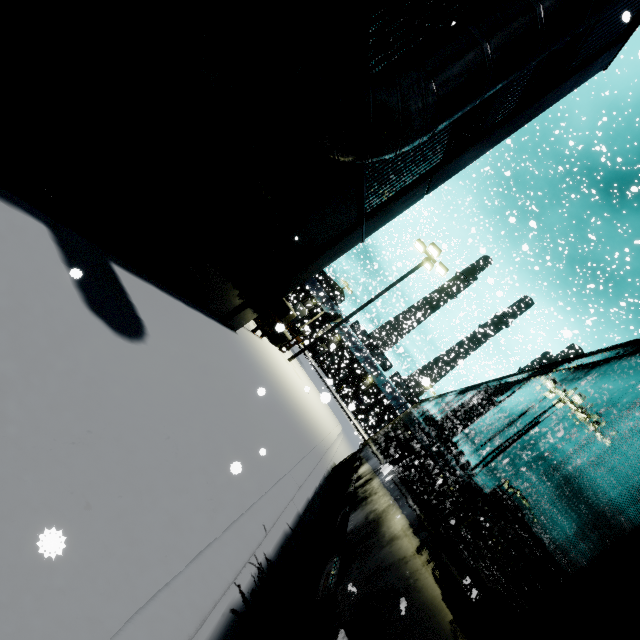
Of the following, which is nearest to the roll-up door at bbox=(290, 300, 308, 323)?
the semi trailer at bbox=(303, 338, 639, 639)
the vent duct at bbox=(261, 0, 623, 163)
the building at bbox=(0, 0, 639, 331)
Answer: the building at bbox=(0, 0, 639, 331)

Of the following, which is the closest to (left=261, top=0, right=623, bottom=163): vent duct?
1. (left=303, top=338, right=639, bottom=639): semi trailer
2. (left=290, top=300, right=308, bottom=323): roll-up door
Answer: (left=303, top=338, right=639, bottom=639): semi trailer

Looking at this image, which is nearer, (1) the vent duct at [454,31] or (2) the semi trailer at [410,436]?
(2) the semi trailer at [410,436]

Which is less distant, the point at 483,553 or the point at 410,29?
the point at 483,553

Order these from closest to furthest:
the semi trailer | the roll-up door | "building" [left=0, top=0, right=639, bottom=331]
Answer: the semi trailer < "building" [left=0, top=0, right=639, bottom=331] < the roll-up door

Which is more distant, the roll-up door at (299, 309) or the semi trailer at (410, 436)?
the roll-up door at (299, 309)

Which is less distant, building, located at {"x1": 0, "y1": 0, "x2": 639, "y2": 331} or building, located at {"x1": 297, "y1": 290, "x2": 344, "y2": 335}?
building, located at {"x1": 0, "y1": 0, "x2": 639, "y2": 331}
